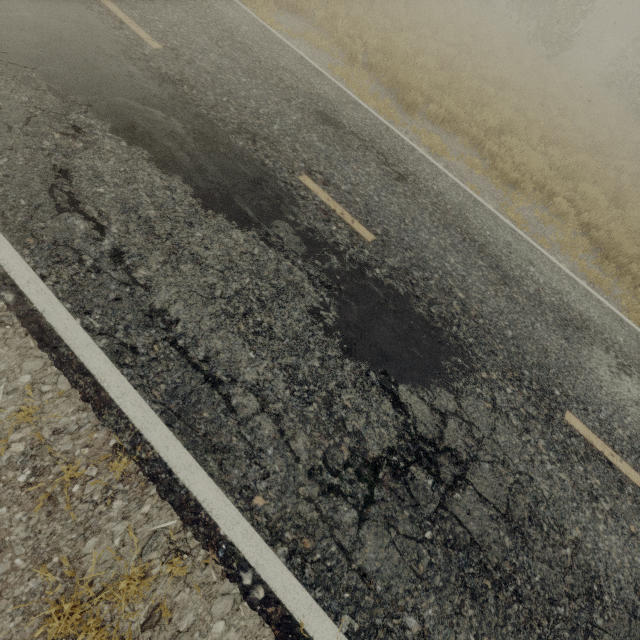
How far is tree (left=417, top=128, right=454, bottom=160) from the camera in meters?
7.5

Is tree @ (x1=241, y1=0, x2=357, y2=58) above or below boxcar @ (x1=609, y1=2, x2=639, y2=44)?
below

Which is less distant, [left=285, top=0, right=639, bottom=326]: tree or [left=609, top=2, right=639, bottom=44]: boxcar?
[left=285, top=0, right=639, bottom=326]: tree

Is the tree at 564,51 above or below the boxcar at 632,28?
below

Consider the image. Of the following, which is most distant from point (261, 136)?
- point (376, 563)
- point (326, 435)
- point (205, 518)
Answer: point (376, 563)
